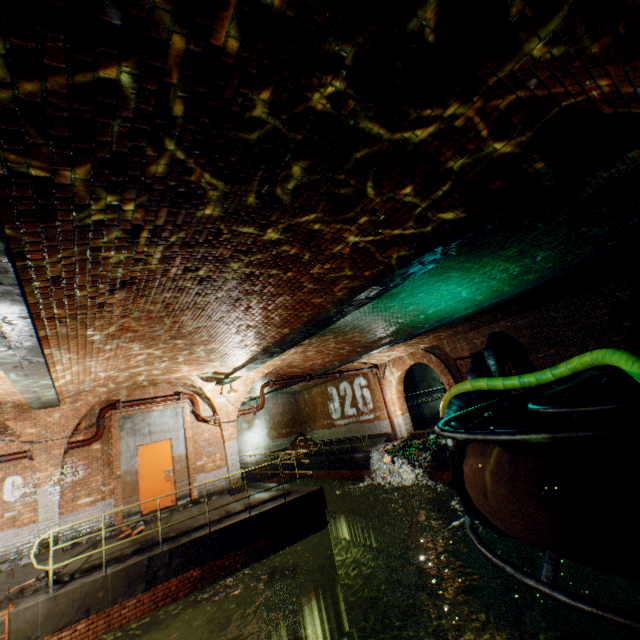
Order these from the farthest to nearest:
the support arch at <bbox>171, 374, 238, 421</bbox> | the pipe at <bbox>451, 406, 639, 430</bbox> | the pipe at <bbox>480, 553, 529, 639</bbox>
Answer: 1. the support arch at <bbox>171, 374, 238, 421</bbox>
2. the pipe at <bbox>480, 553, 529, 639</bbox>
3. the pipe at <bbox>451, 406, 639, 430</bbox>

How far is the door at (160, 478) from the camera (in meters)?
10.49

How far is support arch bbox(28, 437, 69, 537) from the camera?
8.9 meters

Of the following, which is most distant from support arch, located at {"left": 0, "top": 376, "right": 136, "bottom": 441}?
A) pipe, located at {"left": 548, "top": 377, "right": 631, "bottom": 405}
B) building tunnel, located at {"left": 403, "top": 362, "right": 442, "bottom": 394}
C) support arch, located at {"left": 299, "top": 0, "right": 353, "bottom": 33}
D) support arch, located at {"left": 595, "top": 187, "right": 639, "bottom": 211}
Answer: building tunnel, located at {"left": 403, "top": 362, "right": 442, "bottom": 394}

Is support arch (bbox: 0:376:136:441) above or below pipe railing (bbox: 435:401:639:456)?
above

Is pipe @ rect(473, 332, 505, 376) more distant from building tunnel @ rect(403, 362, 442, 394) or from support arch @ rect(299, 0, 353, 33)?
support arch @ rect(299, 0, 353, 33)

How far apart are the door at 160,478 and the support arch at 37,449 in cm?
182

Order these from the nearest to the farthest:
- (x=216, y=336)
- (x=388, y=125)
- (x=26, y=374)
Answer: (x=388, y=125) < (x=26, y=374) < (x=216, y=336)
